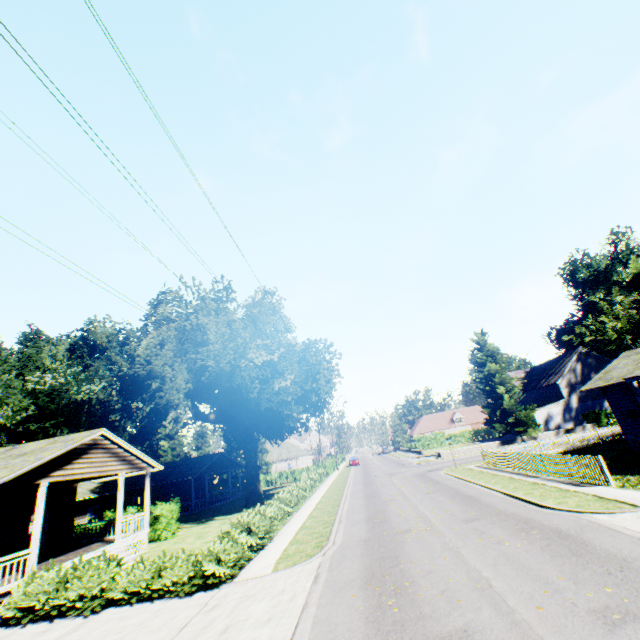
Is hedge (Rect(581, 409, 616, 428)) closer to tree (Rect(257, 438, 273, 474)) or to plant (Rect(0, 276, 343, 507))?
tree (Rect(257, 438, 273, 474))

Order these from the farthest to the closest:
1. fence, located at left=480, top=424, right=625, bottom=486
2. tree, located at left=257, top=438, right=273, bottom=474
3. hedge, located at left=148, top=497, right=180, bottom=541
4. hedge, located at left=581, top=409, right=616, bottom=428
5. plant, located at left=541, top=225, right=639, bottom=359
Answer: tree, located at left=257, top=438, right=273, bottom=474 → hedge, located at left=581, top=409, right=616, bottom=428 → plant, located at left=541, top=225, right=639, bottom=359 → hedge, located at left=148, top=497, right=180, bottom=541 → fence, located at left=480, top=424, right=625, bottom=486

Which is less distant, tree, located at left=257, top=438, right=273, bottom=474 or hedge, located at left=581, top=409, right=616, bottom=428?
hedge, located at left=581, top=409, right=616, bottom=428

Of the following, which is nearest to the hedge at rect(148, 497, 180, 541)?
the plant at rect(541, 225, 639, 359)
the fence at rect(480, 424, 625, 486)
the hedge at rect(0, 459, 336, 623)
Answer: the plant at rect(541, 225, 639, 359)

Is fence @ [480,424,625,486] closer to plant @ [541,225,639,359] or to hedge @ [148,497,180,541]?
plant @ [541,225,639,359]

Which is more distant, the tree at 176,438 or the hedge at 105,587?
the tree at 176,438

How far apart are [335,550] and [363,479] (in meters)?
24.76

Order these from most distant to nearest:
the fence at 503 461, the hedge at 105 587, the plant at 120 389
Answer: the plant at 120 389 → the fence at 503 461 → the hedge at 105 587
